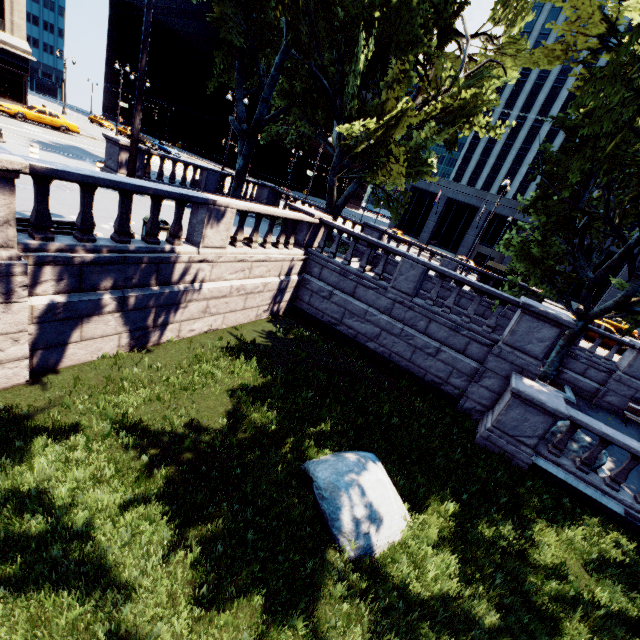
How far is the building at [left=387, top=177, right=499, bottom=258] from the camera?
44.4m

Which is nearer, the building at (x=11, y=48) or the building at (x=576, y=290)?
the building at (x=11, y=48)

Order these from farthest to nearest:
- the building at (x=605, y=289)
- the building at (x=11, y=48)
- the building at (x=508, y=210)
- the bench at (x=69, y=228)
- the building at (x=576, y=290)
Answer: the building at (x=508, y=210) → the building at (x=576, y=290) → the building at (x=605, y=289) → the building at (x=11, y=48) → the bench at (x=69, y=228)

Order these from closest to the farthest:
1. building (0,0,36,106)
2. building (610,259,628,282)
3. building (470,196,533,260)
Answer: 1. building (0,0,36,106)
2. building (610,259,628,282)
3. building (470,196,533,260)

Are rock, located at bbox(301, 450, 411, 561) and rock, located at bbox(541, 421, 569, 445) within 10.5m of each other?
yes

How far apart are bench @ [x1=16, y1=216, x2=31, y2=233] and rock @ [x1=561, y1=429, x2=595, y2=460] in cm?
1380

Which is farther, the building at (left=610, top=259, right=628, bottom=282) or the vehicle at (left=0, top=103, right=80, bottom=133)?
the building at (left=610, top=259, right=628, bottom=282)

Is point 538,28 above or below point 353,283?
above
